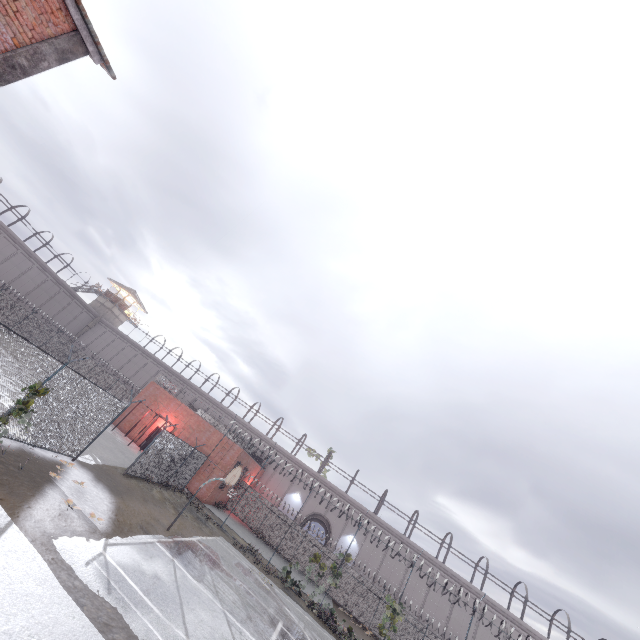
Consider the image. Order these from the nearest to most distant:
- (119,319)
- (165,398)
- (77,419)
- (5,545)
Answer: (5,545)
(77,419)
(165,398)
(119,319)

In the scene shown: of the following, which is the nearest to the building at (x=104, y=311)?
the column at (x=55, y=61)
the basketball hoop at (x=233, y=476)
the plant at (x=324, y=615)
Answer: the basketball hoop at (x=233, y=476)

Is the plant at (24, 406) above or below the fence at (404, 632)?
below

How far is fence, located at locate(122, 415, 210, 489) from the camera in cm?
1780

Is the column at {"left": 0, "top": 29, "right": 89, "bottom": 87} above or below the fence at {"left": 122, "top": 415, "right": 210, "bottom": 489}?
above

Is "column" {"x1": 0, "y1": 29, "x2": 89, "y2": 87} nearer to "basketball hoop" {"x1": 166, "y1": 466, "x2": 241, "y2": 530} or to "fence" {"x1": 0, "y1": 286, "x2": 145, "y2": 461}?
"fence" {"x1": 0, "y1": 286, "x2": 145, "y2": 461}

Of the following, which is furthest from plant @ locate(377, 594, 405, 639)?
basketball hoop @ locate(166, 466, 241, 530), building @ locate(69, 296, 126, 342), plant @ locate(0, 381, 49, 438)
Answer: building @ locate(69, 296, 126, 342)

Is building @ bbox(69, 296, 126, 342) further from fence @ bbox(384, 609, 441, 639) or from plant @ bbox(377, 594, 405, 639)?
plant @ bbox(377, 594, 405, 639)
